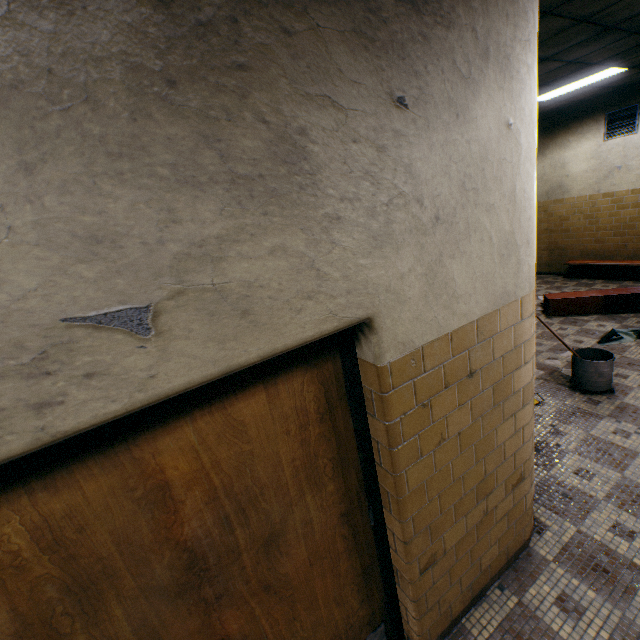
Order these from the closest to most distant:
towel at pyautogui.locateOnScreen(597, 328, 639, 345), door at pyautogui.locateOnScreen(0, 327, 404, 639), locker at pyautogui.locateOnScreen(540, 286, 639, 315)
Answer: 1. door at pyautogui.locateOnScreen(0, 327, 404, 639)
2. towel at pyautogui.locateOnScreen(597, 328, 639, 345)
3. locker at pyautogui.locateOnScreen(540, 286, 639, 315)

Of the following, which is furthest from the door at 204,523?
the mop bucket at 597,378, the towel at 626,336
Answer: the towel at 626,336

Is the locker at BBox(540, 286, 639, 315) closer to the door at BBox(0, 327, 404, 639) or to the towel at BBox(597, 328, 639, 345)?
the towel at BBox(597, 328, 639, 345)

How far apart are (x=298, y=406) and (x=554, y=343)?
5.5m

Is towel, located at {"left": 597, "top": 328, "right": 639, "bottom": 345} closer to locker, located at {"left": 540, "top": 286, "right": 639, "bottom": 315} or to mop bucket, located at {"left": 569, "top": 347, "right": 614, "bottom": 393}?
locker, located at {"left": 540, "top": 286, "right": 639, "bottom": 315}

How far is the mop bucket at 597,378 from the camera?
3.8m

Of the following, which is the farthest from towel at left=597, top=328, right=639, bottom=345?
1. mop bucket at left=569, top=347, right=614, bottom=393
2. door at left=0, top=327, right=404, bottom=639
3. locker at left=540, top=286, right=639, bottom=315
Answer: door at left=0, top=327, right=404, bottom=639

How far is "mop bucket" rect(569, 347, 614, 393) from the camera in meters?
3.8 m
